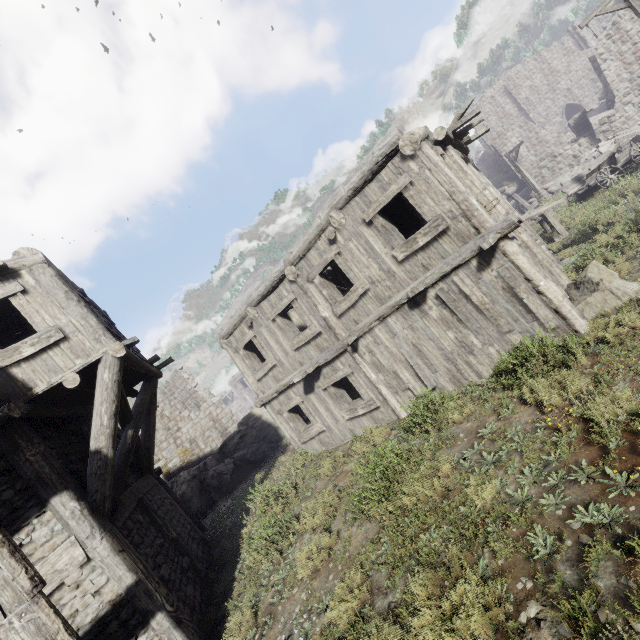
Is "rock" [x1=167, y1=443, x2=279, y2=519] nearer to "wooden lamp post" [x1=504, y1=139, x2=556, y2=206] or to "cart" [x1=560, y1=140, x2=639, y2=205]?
"cart" [x1=560, y1=140, x2=639, y2=205]

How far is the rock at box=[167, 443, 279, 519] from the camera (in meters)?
15.23

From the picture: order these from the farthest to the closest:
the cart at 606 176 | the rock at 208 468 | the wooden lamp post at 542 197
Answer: the wooden lamp post at 542 197 → the rock at 208 468 → the cart at 606 176

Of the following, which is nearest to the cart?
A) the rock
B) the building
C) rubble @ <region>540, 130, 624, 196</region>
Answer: the building

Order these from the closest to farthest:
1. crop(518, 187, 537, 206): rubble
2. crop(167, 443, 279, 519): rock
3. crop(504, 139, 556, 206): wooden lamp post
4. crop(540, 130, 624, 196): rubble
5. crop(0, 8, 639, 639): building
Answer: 1. crop(0, 8, 639, 639): building
2. crop(167, 443, 279, 519): rock
3. crop(504, 139, 556, 206): wooden lamp post
4. crop(540, 130, 624, 196): rubble
5. crop(518, 187, 537, 206): rubble

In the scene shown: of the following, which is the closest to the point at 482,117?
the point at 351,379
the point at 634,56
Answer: the point at 351,379

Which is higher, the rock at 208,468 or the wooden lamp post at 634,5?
the wooden lamp post at 634,5

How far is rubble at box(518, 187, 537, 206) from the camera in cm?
2631
